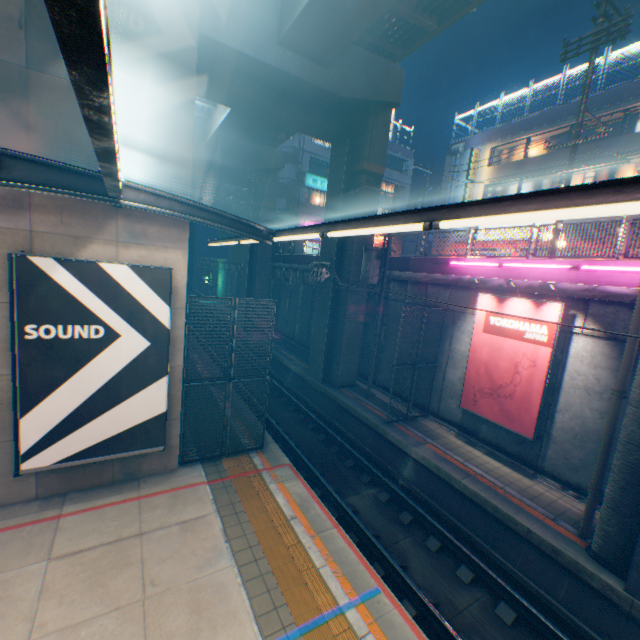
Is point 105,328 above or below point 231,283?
above

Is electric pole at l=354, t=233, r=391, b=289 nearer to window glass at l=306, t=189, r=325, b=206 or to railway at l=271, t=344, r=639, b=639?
railway at l=271, t=344, r=639, b=639

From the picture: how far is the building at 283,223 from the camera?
32.0 meters

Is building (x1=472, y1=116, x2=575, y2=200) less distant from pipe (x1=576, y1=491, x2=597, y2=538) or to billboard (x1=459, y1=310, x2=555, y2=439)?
billboard (x1=459, y1=310, x2=555, y2=439)

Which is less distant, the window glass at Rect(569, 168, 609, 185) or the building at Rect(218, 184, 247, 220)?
the window glass at Rect(569, 168, 609, 185)

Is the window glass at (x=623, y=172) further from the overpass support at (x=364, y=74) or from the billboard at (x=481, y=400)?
the billboard at (x=481, y=400)

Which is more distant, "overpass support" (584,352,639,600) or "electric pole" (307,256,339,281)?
"electric pole" (307,256,339,281)

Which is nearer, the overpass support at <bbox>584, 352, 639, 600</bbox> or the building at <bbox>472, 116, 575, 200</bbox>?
the overpass support at <bbox>584, 352, 639, 600</bbox>
